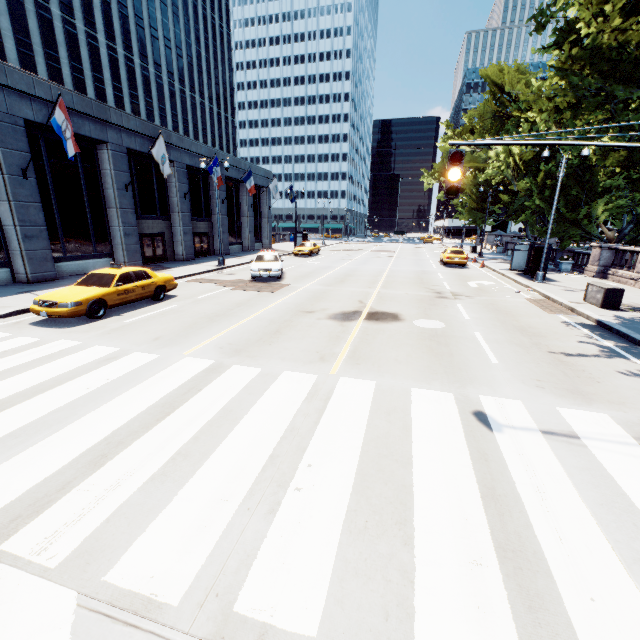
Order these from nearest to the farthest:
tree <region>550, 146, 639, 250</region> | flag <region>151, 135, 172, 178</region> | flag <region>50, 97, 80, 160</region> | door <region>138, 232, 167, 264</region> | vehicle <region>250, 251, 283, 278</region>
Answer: flag <region>50, 97, 80, 160</region> < vehicle <region>250, 251, 283, 278</region> < flag <region>151, 135, 172, 178</region> < tree <region>550, 146, 639, 250</region> < door <region>138, 232, 167, 264</region>

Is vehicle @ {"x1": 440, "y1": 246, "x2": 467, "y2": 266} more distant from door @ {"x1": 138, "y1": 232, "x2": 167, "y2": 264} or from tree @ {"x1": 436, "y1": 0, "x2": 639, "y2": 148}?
door @ {"x1": 138, "y1": 232, "x2": 167, "y2": 264}

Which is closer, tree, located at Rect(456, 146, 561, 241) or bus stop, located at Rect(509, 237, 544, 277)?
bus stop, located at Rect(509, 237, 544, 277)

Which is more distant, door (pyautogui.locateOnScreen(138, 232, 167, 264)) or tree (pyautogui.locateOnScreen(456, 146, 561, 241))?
tree (pyautogui.locateOnScreen(456, 146, 561, 241))

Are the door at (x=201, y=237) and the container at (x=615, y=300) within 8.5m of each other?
no

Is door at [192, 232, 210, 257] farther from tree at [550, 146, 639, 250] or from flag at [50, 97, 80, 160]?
tree at [550, 146, 639, 250]

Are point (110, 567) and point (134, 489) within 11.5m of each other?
yes

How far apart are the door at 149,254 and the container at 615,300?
27.0m
